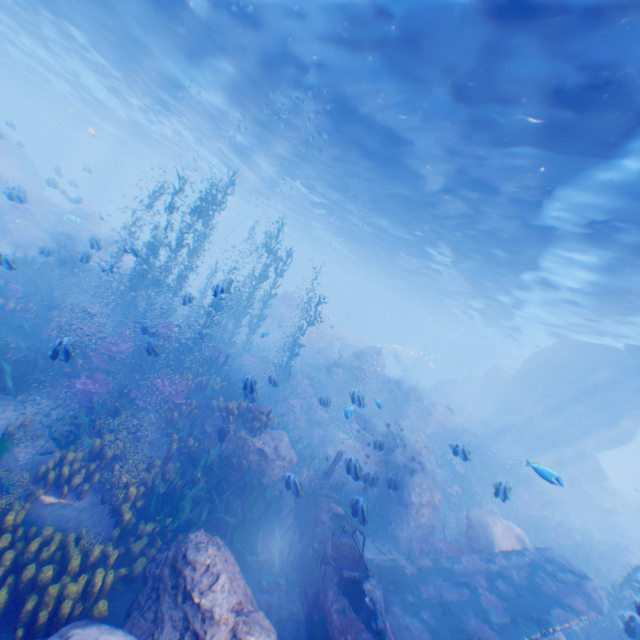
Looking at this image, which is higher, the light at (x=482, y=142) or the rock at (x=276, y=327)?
the light at (x=482, y=142)

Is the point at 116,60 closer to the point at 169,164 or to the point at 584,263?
the point at 169,164

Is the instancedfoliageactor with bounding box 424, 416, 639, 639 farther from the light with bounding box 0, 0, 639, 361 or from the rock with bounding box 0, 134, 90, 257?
the light with bounding box 0, 0, 639, 361

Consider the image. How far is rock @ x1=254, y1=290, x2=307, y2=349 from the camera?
28.9 meters

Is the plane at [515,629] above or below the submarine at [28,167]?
below

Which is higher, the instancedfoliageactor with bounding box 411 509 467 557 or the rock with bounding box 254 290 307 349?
the rock with bounding box 254 290 307 349

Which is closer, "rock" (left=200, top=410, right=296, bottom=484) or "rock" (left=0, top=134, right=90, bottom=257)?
"rock" (left=200, top=410, right=296, bottom=484)

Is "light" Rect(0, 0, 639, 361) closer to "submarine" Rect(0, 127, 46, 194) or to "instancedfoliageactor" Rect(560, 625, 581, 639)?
"submarine" Rect(0, 127, 46, 194)
